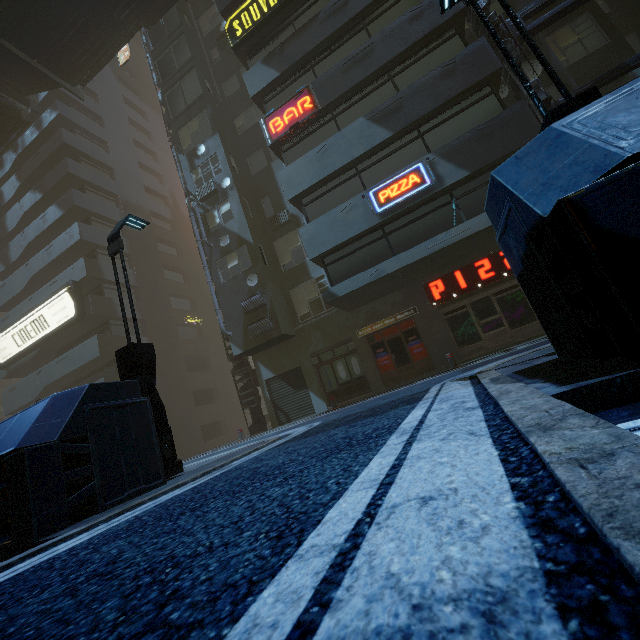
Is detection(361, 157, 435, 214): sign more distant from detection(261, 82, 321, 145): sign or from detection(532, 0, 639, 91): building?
detection(261, 82, 321, 145): sign

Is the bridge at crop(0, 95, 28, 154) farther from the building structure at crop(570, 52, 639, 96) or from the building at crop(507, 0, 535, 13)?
the building structure at crop(570, 52, 639, 96)

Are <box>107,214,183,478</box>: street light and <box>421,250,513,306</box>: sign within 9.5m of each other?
no

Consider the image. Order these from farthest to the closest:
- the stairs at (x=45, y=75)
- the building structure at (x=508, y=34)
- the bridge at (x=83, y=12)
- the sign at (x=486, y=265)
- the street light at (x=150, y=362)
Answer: the stairs at (x=45, y=75), the bridge at (x=83, y=12), the sign at (x=486, y=265), the building structure at (x=508, y=34), the street light at (x=150, y=362)

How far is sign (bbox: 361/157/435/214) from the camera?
11.63m

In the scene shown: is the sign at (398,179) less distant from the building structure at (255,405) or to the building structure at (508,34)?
the building structure at (508,34)

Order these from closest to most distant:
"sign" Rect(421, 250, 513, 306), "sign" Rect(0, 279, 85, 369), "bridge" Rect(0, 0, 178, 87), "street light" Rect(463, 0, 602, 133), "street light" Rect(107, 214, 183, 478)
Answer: "street light" Rect(463, 0, 602, 133) < "street light" Rect(107, 214, 183, 478) < "sign" Rect(421, 250, 513, 306) < "bridge" Rect(0, 0, 178, 87) < "sign" Rect(0, 279, 85, 369)

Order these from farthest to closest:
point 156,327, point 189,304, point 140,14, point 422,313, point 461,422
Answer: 1. point 189,304
2. point 156,327
3. point 140,14
4. point 422,313
5. point 461,422
